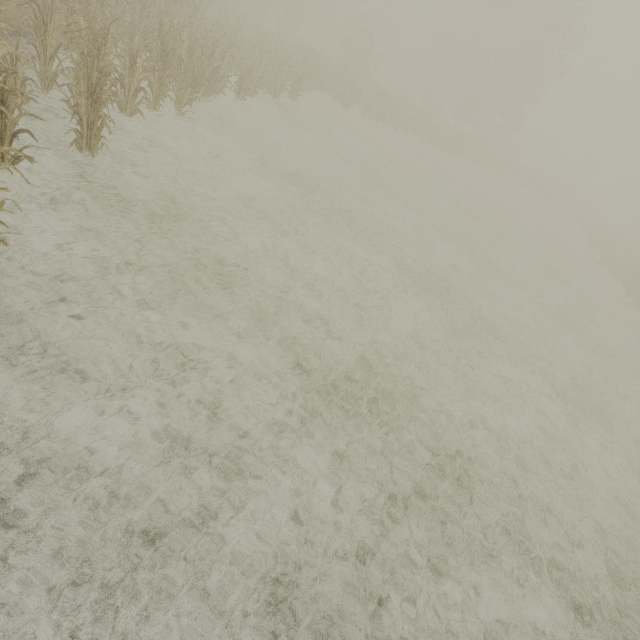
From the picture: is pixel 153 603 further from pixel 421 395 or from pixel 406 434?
pixel 421 395
